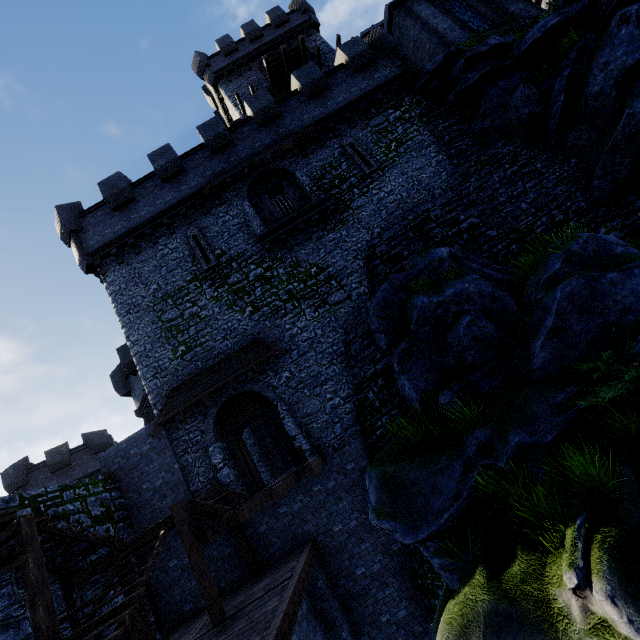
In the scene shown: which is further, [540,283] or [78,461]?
[78,461]

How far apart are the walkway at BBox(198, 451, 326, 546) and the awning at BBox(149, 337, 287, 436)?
3.65m

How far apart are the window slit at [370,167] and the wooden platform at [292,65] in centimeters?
1227cm

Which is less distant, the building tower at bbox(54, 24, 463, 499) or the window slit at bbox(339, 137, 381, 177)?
the building tower at bbox(54, 24, 463, 499)

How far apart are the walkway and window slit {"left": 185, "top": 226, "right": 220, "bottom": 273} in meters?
9.6

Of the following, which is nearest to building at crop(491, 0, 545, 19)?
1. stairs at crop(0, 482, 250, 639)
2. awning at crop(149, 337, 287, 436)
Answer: awning at crop(149, 337, 287, 436)

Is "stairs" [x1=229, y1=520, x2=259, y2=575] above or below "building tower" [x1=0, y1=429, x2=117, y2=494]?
below

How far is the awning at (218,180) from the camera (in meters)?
15.52
